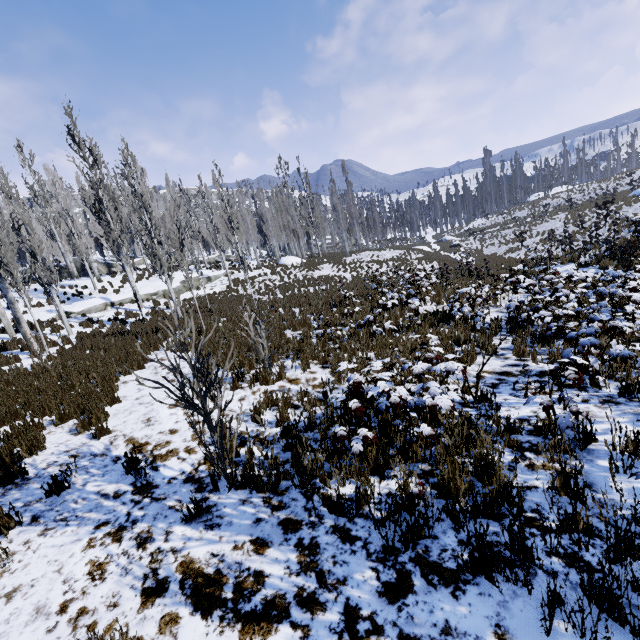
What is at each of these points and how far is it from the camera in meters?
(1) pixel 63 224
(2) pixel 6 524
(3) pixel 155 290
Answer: (1) instancedfoliageactor, 39.4 m
(2) instancedfoliageactor, 3.7 m
(3) rock, 22.7 m

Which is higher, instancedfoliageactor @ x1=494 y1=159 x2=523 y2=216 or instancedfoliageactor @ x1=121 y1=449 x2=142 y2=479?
instancedfoliageactor @ x1=494 y1=159 x2=523 y2=216

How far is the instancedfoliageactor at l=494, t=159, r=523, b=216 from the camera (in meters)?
53.30

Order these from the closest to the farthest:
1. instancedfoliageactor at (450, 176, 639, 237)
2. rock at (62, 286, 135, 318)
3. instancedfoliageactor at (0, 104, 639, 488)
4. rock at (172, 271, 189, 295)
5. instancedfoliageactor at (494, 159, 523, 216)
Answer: instancedfoliageactor at (0, 104, 639, 488) → rock at (62, 286, 135, 318) → rock at (172, 271, 189, 295) → instancedfoliageactor at (450, 176, 639, 237) → instancedfoliageactor at (494, 159, 523, 216)

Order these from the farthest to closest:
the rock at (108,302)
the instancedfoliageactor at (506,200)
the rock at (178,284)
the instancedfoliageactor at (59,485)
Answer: the instancedfoliageactor at (506,200)
the rock at (178,284)
the rock at (108,302)
the instancedfoliageactor at (59,485)

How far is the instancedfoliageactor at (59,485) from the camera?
4.13m

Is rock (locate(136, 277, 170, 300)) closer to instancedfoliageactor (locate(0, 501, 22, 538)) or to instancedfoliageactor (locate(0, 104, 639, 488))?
instancedfoliageactor (locate(0, 104, 639, 488))

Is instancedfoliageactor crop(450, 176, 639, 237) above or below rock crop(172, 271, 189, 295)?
below
